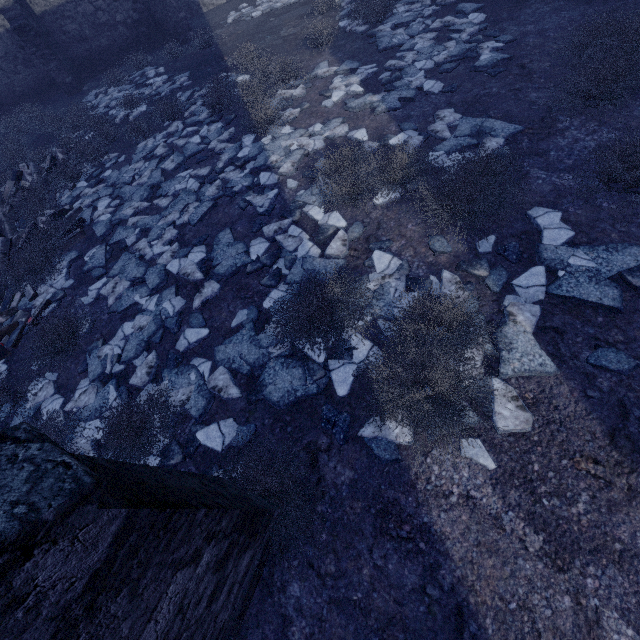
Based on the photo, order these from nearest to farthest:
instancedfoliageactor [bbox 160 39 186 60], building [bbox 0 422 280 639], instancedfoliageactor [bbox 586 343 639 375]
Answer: building [bbox 0 422 280 639], instancedfoliageactor [bbox 586 343 639 375], instancedfoliageactor [bbox 160 39 186 60]

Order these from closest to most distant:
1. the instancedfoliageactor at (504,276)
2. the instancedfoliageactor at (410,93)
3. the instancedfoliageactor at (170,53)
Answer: the instancedfoliageactor at (504,276) < the instancedfoliageactor at (410,93) < the instancedfoliageactor at (170,53)

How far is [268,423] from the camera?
3.5m

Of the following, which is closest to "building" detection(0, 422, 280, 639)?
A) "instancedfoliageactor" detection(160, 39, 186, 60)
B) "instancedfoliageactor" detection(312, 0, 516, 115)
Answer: "instancedfoliageactor" detection(160, 39, 186, 60)

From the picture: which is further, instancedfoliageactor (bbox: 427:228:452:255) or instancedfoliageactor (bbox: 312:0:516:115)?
instancedfoliageactor (bbox: 312:0:516:115)

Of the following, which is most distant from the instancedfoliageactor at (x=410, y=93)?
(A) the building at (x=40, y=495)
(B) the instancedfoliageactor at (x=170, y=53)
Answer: (A) the building at (x=40, y=495)

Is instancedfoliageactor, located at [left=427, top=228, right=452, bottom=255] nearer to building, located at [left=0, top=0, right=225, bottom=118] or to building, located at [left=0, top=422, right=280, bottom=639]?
building, located at [left=0, top=422, right=280, bottom=639]

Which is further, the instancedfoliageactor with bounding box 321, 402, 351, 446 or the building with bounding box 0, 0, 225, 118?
the building with bounding box 0, 0, 225, 118
